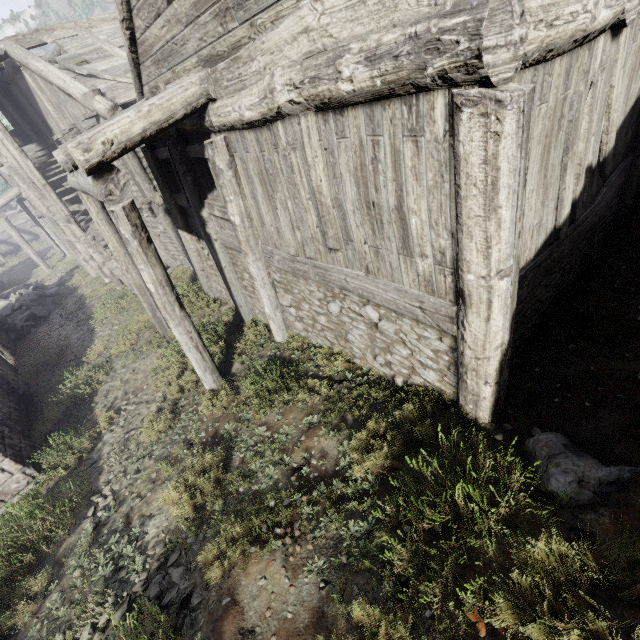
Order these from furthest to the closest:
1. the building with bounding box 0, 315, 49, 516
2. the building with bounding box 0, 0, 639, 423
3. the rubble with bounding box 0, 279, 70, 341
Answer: the rubble with bounding box 0, 279, 70, 341
the building with bounding box 0, 315, 49, 516
the building with bounding box 0, 0, 639, 423

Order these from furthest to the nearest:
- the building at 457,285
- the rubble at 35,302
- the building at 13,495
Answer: the rubble at 35,302, the building at 13,495, the building at 457,285

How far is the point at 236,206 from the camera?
6.1 meters

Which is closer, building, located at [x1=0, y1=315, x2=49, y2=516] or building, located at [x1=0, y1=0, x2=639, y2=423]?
building, located at [x1=0, y1=0, x2=639, y2=423]

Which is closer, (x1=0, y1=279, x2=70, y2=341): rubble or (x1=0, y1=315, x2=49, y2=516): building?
(x1=0, y1=315, x2=49, y2=516): building

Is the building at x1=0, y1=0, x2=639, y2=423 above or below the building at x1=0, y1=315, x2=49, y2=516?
above

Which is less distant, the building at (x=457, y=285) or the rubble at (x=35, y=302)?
the building at (x=457, y=285)
